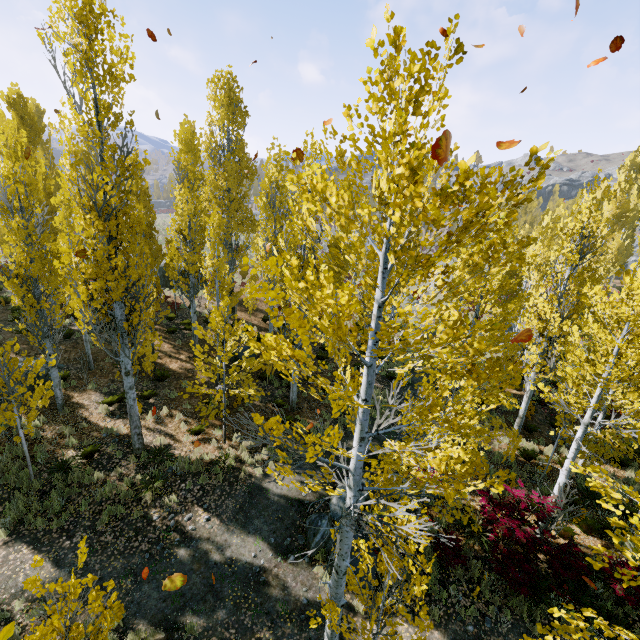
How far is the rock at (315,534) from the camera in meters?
9.0 m

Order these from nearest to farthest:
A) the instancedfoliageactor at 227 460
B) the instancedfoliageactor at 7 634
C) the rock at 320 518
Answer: the instancedfoliageactor at 7 634, the rock at 320 518, the instancedfoliageactor at 227 460

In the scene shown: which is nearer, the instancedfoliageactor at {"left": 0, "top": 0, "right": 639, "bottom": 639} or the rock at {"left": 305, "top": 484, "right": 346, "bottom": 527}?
the instancedfoliageactor at {"left": 0, "top": 0, "right": 639, "bottom": 639}

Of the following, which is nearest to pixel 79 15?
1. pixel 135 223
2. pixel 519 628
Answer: pixel 135 223

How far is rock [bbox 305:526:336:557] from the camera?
9.00m

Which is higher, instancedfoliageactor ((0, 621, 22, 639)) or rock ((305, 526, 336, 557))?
instancedfoliageactor ((0, 621, 22, 639))

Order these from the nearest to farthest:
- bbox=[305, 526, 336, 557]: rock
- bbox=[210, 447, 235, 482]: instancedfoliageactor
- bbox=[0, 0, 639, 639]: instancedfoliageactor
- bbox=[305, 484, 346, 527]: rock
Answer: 1. bbox=[0, 0, 639, 639]: instancedfoliageactor
2. bbox=[305, 526, 336, 557]: rock
3. bbox=[305, 484, 346, 527]: rock
4. bbox=[210, 447, 235, 482]: instancedfoliageactor
